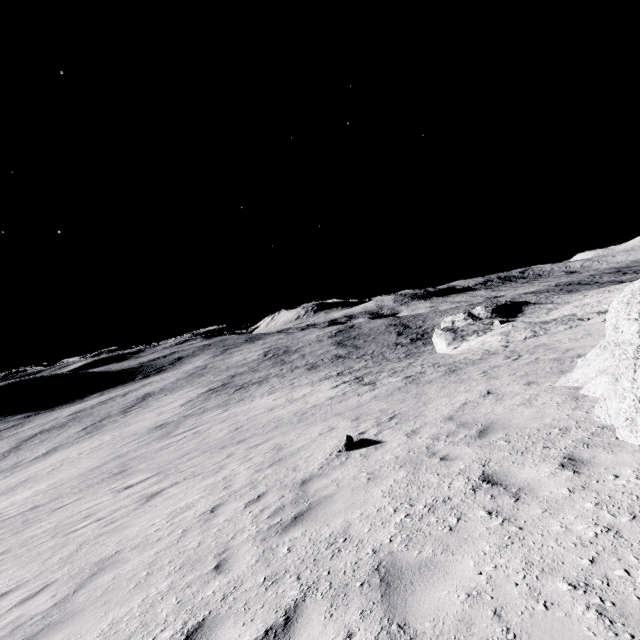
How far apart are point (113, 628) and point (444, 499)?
4.59m
